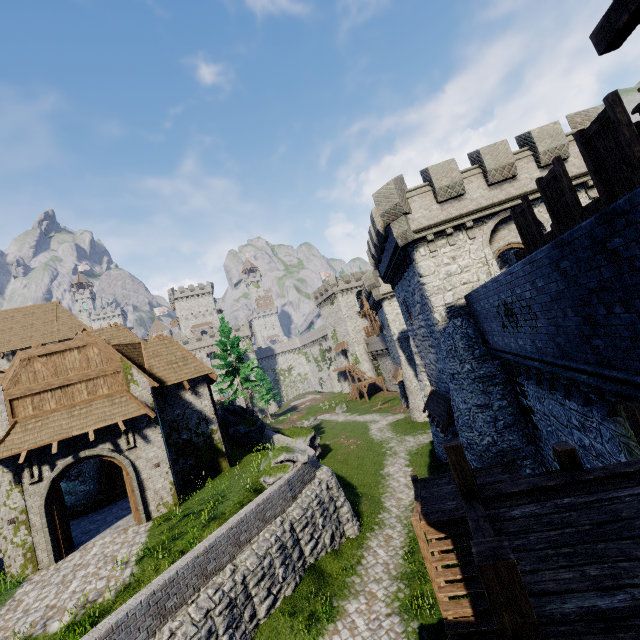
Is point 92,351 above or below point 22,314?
below

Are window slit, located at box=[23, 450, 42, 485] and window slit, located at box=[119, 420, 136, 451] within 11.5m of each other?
yes

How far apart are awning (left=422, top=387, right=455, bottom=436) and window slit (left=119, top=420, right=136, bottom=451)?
15.57m

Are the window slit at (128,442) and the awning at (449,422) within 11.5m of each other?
no

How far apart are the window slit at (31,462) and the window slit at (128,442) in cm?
303

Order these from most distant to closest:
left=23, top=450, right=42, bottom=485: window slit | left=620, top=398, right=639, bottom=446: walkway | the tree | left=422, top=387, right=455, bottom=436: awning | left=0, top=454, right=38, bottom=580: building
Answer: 1. the tree
2. left=422, top=387, right=455, bottom=436: awning
3. left=23, top=450, right=42, bottom=485: window slit
4. left=0, top=454, right=38, bottom=580: building
5. left=620, top=398, right=639, bottom=446: walkway

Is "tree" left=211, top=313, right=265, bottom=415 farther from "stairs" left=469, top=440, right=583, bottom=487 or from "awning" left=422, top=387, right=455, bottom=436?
"stairs" left=469, top=440, right=583, bottom=487

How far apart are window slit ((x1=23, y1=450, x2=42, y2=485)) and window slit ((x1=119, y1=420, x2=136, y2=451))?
3.0m
